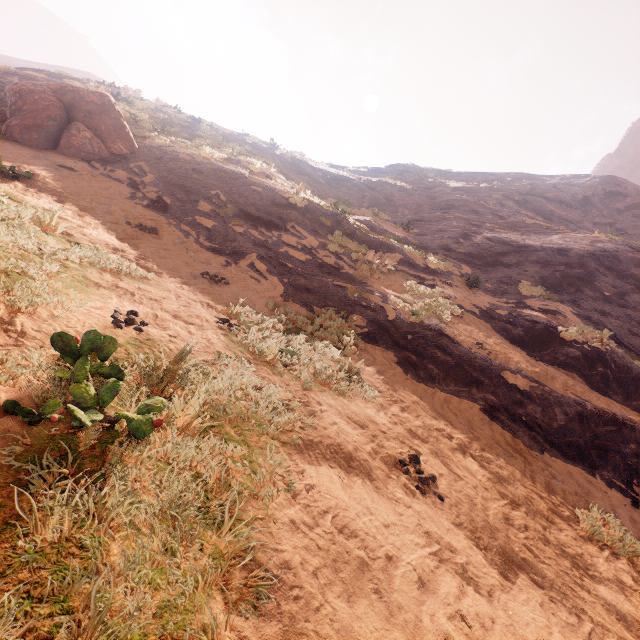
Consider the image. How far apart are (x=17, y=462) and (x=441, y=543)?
3.06m

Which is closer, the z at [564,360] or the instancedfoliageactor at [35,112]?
the z at [564,360]

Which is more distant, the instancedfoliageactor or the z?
the instancedfoliageactor
